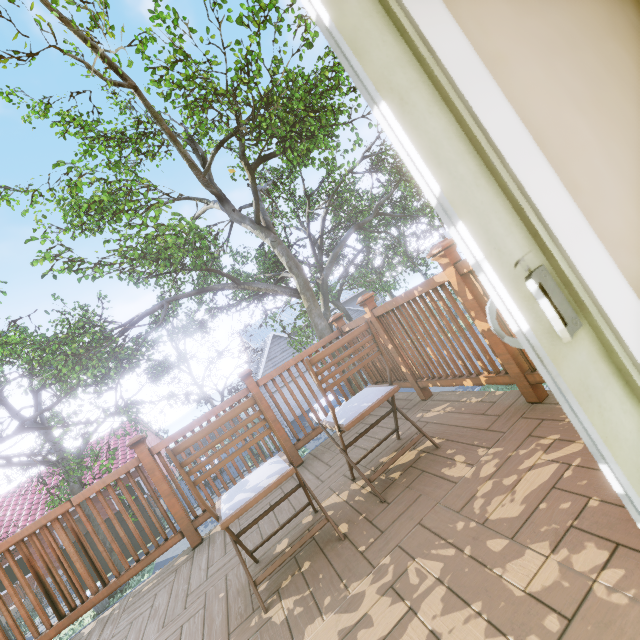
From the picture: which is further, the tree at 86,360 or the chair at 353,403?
the tree at 86,360

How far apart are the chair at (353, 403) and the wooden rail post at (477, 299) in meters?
0.6 m

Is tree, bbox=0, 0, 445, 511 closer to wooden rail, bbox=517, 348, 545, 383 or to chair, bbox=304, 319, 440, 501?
wooden rail, bbox=517, 348, 545, 383

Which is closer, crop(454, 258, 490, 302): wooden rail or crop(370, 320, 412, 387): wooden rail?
crop(454, 258, 490, 302): wooden rail

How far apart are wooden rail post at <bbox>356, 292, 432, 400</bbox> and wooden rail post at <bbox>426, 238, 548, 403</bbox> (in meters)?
0.97

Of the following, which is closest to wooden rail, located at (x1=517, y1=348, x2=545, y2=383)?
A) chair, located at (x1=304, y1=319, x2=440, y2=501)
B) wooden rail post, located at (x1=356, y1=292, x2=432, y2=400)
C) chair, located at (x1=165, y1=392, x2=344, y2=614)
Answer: wooden rail post, located at (x1=356, y1=292, x2=432, y2=400)

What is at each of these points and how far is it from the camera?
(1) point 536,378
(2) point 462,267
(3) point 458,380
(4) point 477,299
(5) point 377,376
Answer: (1) wooden rail, 1.81m
(2) wooden rail, 1.85m
(3) wooden rail, 2.39m
(4) wooden rail post, 1.89m
(5) wooden rail, 3.55m
